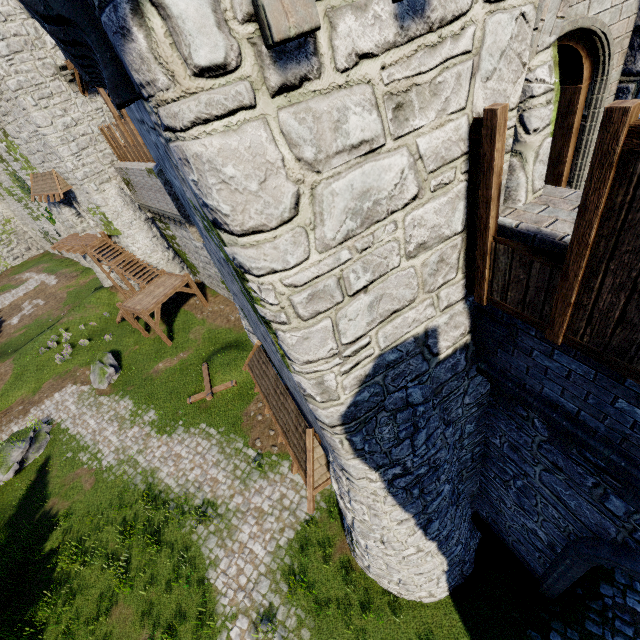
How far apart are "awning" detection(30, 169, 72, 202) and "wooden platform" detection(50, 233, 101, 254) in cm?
309

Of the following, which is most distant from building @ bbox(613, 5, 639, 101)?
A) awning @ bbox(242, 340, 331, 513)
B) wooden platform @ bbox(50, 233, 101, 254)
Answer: wooden platform @ bbox(50, 233, 101, 254)

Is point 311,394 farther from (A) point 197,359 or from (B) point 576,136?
(A) point 197,359

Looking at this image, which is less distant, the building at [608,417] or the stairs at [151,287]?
the building at [608,417]

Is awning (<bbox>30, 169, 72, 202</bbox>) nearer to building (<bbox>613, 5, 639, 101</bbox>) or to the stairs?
the stairs

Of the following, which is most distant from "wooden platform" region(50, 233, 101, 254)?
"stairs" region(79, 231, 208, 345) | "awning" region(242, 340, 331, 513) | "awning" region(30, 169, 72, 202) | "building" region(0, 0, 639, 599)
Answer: "awning" region(242, 340, 331, 513)

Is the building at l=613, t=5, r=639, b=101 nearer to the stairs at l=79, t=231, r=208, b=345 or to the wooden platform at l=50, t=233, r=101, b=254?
the stairs at l=79, t=231, r=208, b=345

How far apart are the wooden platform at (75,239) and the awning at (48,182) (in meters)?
3.09
